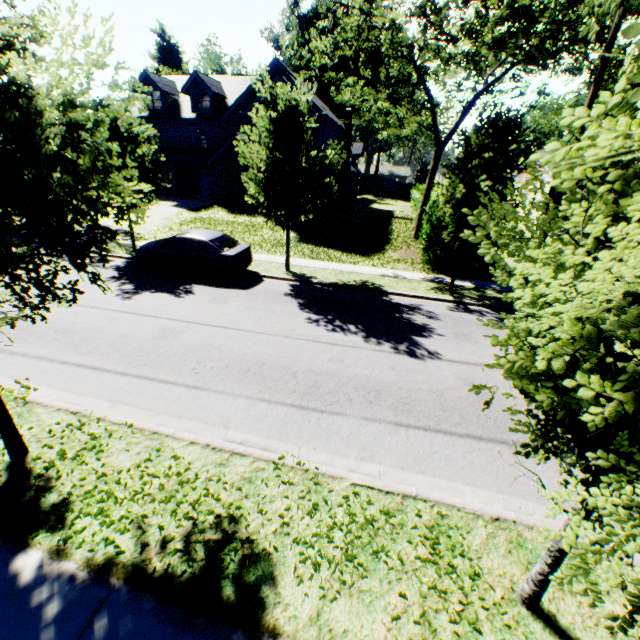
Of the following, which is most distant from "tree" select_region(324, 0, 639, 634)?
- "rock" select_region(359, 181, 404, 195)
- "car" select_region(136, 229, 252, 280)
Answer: "rock" select_region(359, 181, 404, 195)

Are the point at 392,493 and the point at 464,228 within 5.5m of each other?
no

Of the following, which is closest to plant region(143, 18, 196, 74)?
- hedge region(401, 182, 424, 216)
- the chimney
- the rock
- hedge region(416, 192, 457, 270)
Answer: the rock

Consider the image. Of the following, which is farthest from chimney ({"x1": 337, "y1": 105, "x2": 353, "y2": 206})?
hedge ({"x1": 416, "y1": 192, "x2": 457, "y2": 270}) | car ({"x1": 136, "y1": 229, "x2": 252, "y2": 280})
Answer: car ({"x1": 136, "y1": 229, "x2": 252, "y2": 280})

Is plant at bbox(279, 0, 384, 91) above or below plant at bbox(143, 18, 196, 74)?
above

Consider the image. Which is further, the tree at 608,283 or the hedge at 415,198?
the hedge at 415,198

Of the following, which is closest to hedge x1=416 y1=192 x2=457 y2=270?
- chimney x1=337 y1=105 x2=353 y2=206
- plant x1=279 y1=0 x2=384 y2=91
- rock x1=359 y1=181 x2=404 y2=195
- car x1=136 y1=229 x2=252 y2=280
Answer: chimney x1=337 y1=105 x2=353 y2=206

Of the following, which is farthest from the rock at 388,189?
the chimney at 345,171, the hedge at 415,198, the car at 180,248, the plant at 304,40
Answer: the car at 180,248
